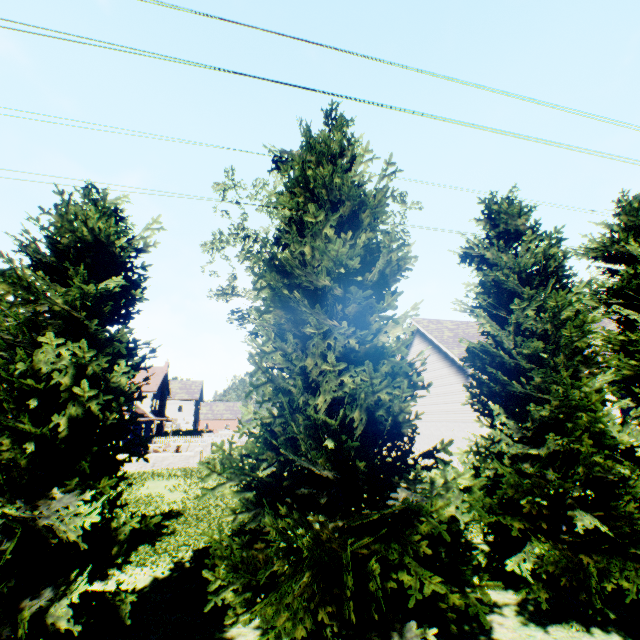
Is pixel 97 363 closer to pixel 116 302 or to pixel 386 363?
pixel 116 302

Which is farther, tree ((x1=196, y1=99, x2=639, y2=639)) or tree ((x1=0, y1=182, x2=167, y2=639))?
tree ((x1=196, y1=99, x2=639, y2=639))

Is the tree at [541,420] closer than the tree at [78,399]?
No
